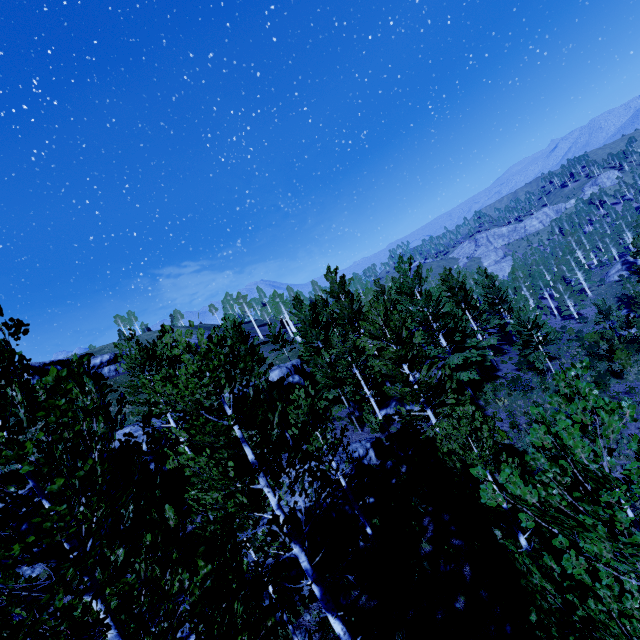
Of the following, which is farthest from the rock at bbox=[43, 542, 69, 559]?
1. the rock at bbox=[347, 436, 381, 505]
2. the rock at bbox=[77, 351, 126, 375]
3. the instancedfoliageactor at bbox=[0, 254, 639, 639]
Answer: the rock at bbox=[77, 351, 126, 375]

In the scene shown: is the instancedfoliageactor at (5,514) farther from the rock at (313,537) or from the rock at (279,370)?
the rock at (313,537)

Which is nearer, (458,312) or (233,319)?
(233,319)

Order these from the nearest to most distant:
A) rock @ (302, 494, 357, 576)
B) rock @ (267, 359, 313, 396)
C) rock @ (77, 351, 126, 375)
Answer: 1. rock @ (302, 494, 357, 576)
2. rock @ (267, 359, 313, 396)
3. rock @ (77, 351, 126, 375)

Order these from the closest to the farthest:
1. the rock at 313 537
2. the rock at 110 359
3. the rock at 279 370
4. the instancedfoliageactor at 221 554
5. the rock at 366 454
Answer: the instancedfoliageactor at 221 554 → the rock at 313 537 → the rock at 366 454 → the rock at 279 370 → the rock at 110 359

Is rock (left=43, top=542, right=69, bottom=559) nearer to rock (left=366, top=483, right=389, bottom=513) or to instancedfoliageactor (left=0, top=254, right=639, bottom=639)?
instancedfoliageactor (left=0, top=254, right=639, bottom=639)

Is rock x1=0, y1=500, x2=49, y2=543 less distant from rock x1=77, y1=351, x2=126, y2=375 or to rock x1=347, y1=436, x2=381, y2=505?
rock x1=347, y1=436, x2=381, y2=505

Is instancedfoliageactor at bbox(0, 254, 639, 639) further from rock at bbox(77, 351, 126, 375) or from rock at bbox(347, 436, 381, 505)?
rock at bbox(77, 351, 126, 375)
